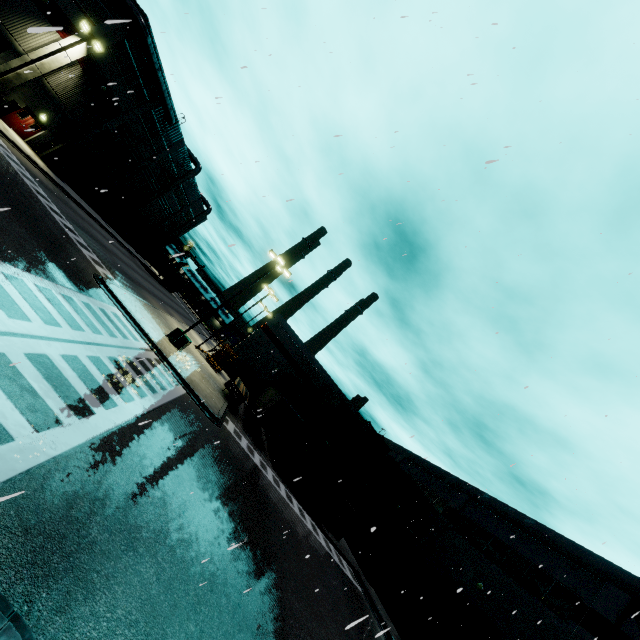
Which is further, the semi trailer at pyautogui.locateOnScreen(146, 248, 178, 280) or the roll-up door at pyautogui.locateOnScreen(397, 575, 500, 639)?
the semi trailer at pyautogui.locateOnScreen(146, 248, 178, 280)

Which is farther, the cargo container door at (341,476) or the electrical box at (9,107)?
the electrical box at (9,107)

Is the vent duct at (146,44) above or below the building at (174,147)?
above

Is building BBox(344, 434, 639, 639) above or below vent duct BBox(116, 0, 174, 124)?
below

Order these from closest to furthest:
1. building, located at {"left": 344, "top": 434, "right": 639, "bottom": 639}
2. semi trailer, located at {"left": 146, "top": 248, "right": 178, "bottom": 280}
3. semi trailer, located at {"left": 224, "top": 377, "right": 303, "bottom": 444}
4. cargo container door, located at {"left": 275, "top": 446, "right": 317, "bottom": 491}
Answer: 1. building, located at {"left": 344, "top": 434, "right": 639, "bottom": 639}
2. cargo container door, located at {"left": 275, "top": 446, "right": 317, "bottom": 491}
3. semi trailer, located at {"left": 224, "top": 377, "right": 303, "bottom": 444}
4. semi trailer, located at {"left": 146, "top": 248, "right": 178, "bottom": 280}

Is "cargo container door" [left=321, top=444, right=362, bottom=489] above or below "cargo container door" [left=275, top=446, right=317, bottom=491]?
above

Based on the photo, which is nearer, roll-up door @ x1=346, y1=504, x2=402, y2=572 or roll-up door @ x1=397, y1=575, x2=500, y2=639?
roll-up door @ x1=397, y1=575, x2=500, y2=639

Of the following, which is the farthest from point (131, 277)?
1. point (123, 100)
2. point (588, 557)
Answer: point (588, 557)
